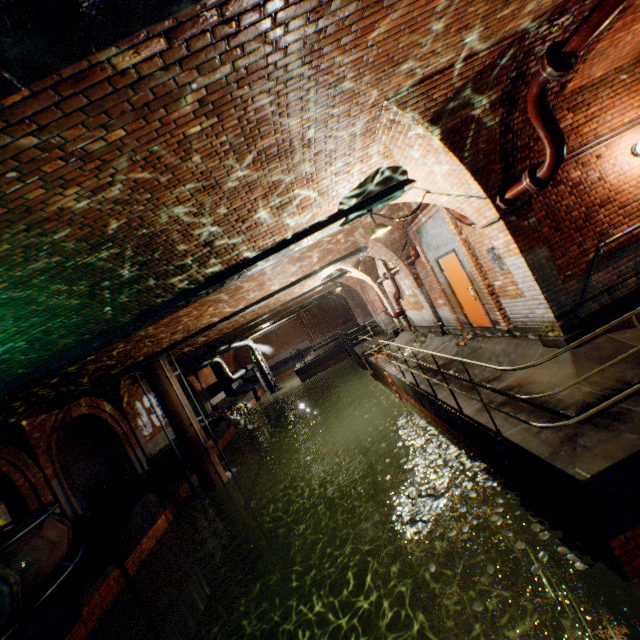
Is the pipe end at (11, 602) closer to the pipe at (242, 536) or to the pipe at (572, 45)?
the pipe at (242, 536)

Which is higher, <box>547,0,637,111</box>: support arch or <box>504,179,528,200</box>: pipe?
<box>547,0,637,111</box>: support arch

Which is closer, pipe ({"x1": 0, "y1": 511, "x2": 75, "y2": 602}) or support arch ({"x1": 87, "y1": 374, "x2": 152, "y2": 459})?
pipe ({"x1": 0, "y1": 511, "x2": 75, "y2": 602})

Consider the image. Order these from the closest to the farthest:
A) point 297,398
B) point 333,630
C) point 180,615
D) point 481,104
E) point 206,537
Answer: point 481,104 → point 333,630 → point 180,615 → point 206,537 → point 297,398

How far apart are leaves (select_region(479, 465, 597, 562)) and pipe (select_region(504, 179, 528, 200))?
4.7 meters

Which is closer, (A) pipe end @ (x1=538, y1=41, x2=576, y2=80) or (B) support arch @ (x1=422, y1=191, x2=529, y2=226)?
(A) pipe end @ (x1=538, y1=41, x2=576, y2=80)

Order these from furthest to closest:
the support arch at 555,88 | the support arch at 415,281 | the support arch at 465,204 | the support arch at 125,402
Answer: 1. the support arch at 125,402
2. the support arch at 415,281
3. the support arch at 465,204
4. the support arch at 555,88

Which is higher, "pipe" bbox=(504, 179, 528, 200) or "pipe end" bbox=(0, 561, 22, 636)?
"pipe" bbox=(504, 179, 528, 200)
